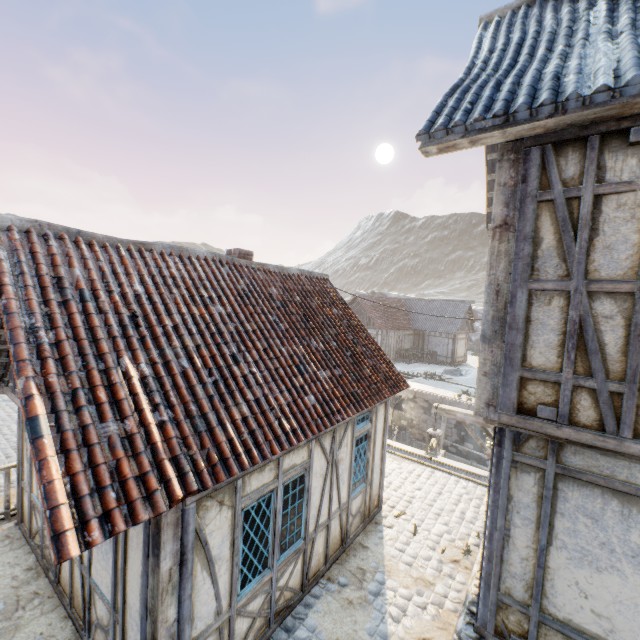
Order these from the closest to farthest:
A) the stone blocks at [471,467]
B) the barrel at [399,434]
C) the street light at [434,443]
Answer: the street light at [434,443] → the stone blocks at [471,467] → the barrel at [399,434]

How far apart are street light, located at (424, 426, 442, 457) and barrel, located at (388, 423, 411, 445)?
12.1 meters

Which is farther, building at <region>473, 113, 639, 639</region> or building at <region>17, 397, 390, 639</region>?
building at <region>17, 397, 390, 639</region>

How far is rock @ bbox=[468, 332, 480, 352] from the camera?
39.4 meters

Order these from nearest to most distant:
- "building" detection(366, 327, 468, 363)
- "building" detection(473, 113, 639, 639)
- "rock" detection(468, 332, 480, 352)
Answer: "building" detection(473, 113, 639, 639), "building" detection(366, 327, 468, 363), "rock" detection(468, 332, 480, 352)

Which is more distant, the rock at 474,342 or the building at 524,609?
the rock at 474,342

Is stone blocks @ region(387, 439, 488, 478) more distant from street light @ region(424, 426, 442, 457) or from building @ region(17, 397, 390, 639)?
street light @ region(424, 426, 442, 457)

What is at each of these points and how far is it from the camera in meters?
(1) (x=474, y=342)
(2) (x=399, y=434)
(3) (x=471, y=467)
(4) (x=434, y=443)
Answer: (1) rock, 39.6 m
(2) barrel, 19.8 m
(3) stone blocks, 10.3 m
(4) street light, 7.1 m
